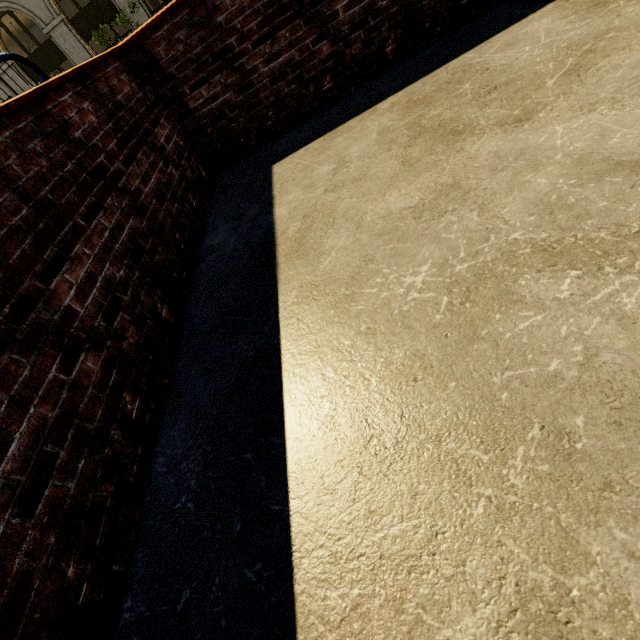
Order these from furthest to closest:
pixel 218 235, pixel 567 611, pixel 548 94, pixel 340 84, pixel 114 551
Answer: pixel 340 84
pixel 218 235
pixel 548 94
pixel 114 551
pixel 567 611
